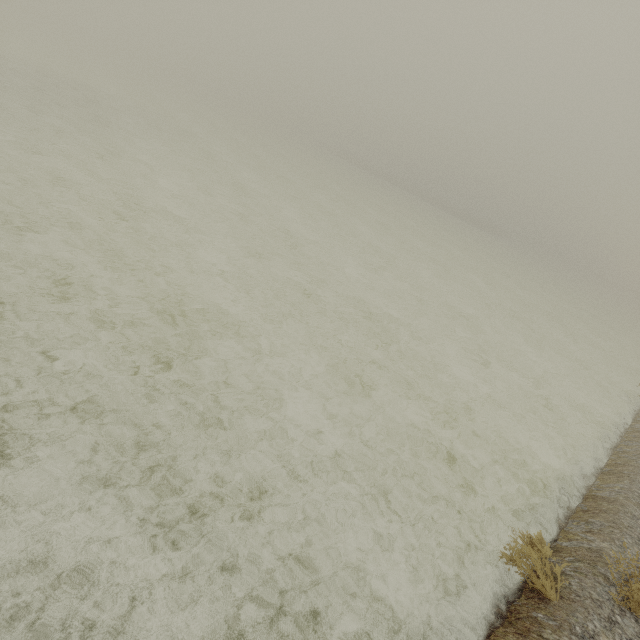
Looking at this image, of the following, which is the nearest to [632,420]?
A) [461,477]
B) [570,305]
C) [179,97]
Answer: [461,477]
